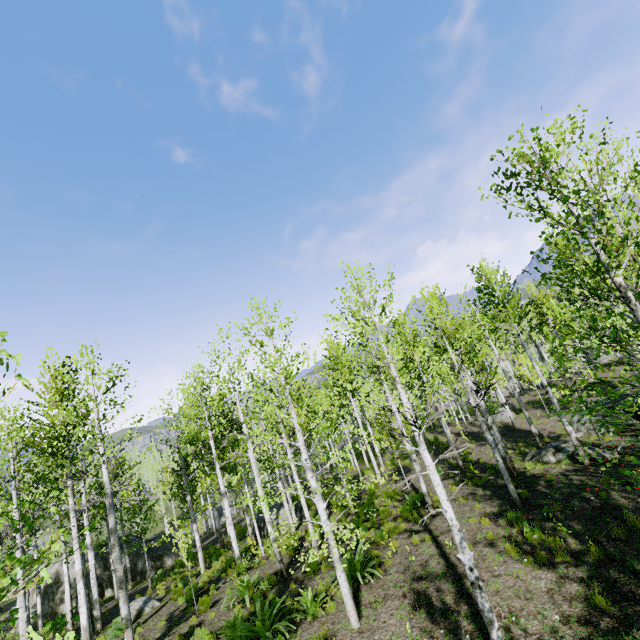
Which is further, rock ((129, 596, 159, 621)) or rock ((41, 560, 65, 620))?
rock ((41, 560, 65, 620))

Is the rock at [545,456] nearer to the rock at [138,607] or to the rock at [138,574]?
the rock at [138,607]

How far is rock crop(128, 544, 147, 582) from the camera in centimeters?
2231cm

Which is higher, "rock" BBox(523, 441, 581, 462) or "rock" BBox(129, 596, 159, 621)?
"rock" BBox(523, 441, 581, 462)

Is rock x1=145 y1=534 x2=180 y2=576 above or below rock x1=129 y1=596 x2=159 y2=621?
below

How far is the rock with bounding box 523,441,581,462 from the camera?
13.52m

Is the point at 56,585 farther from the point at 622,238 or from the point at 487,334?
the point at 622,238
